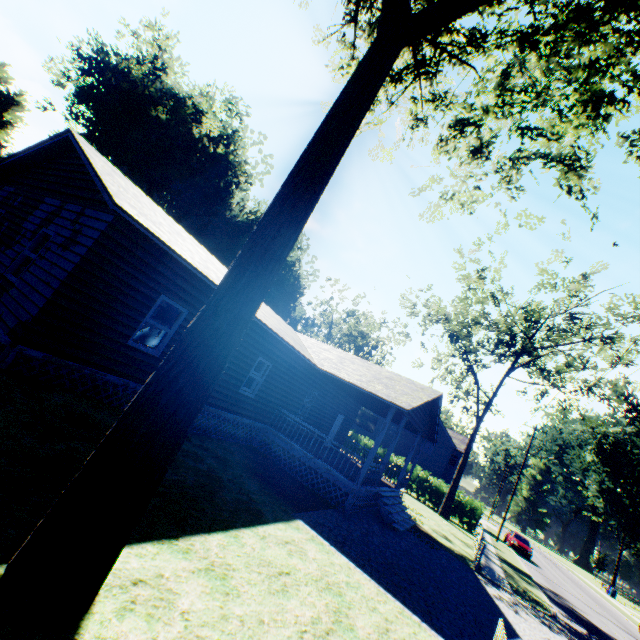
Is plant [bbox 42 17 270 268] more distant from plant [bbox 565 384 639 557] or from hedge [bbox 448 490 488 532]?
plant [bbox 565 384 639 557]

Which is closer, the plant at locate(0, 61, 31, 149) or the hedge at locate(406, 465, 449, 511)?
the hedge at locate(406, 465, 449, 511)

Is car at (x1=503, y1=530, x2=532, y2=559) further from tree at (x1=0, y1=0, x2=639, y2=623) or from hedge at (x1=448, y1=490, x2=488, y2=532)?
tree at (x1=0, y1=0, x2=639, y2=623)

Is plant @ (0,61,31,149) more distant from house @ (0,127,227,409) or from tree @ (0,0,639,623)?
tree @ (0,0,639,623)

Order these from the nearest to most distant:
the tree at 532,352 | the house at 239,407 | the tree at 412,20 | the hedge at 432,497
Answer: the tree at 412,20
the house at 239,407
the tree at 532,352
the hedge at 432,497

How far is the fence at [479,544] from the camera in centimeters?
1453cm

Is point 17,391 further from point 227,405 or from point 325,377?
point 325,377

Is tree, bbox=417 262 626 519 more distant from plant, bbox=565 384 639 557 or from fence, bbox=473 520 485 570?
plant, bbox=565 384 639 557
